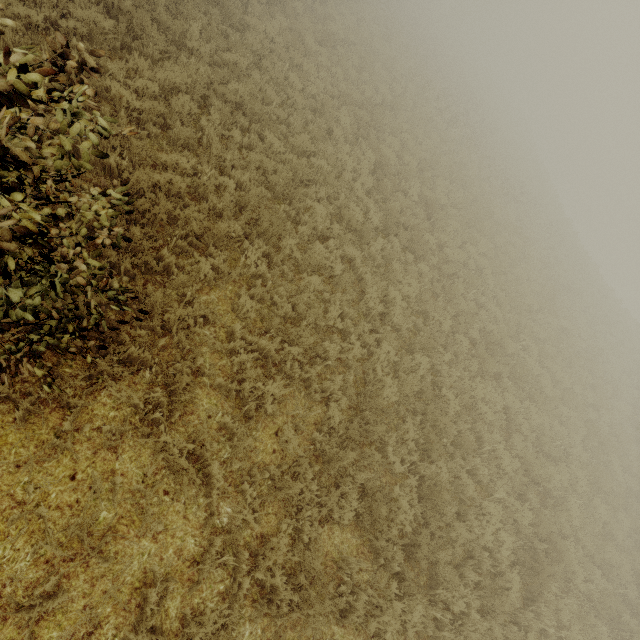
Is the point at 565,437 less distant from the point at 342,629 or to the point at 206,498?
the point at 342,629
